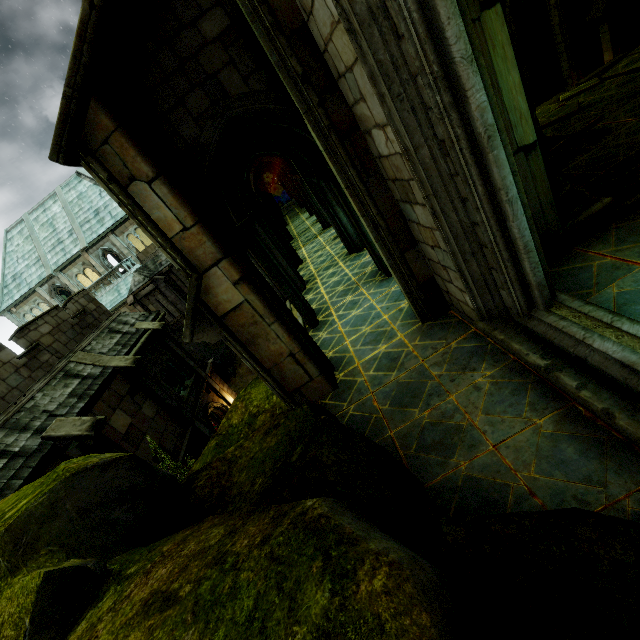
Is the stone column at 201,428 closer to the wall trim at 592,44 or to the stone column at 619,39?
the stone column at 619,39

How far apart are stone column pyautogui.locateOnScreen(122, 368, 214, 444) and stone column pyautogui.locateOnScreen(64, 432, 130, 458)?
3.35m

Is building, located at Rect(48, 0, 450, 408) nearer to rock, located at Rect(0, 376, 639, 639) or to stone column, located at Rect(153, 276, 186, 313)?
rock, located at Rect(0, 376, 639, 639)

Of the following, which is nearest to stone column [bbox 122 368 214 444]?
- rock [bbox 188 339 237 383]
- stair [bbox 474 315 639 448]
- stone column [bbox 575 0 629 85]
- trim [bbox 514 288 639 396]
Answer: rock [bbox 188 339 237 383]

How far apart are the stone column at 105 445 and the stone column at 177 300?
21.02m

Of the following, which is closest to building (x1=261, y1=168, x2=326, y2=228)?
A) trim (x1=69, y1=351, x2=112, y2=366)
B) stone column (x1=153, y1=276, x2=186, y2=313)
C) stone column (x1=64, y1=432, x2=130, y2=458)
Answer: stone column (x1=64, y1=432, x2=130, y2=458)

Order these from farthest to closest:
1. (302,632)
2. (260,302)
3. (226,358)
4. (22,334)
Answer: (226,358)
(22,334)
(260,302)
(302,632)

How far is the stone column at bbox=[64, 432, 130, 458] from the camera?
10.07m
